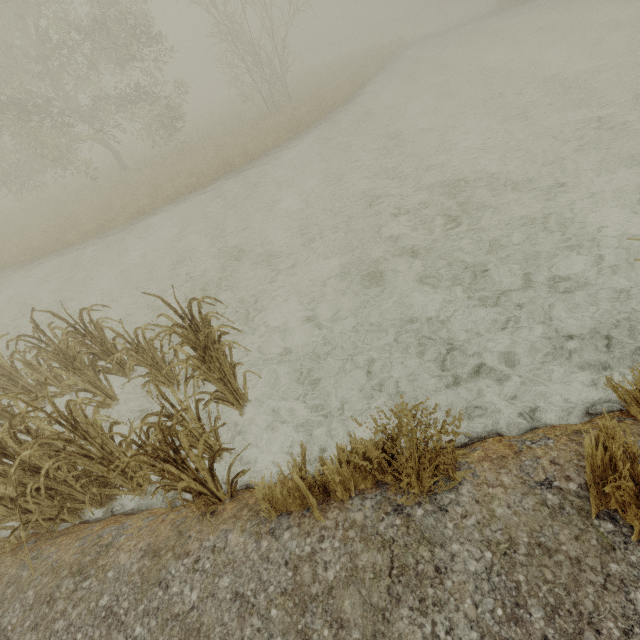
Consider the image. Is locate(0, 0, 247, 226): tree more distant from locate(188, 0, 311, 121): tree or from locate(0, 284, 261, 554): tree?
locate(0, 284, 261, 554): tree

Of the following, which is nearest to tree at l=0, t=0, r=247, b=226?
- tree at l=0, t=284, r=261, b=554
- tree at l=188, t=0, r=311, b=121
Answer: tree at l=188, t=0, r=311, b=121

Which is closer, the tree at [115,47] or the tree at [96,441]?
the tree at [96,441]

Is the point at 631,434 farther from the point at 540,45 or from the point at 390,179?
the point at 540,45

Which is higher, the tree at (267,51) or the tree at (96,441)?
Result: the tree at (267,51)

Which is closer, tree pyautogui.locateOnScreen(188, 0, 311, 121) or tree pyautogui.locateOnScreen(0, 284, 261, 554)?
tree pyautogui.locateOnScreen(0, 284, 261, 554)
